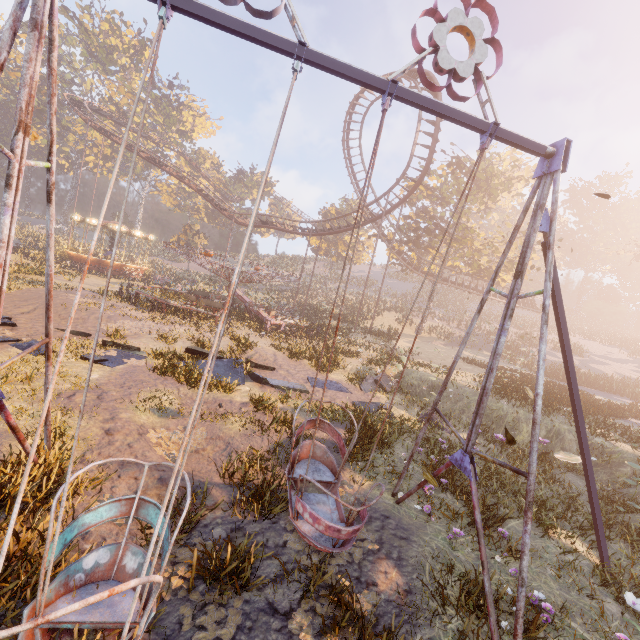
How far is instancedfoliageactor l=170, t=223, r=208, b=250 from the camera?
49.0 meters

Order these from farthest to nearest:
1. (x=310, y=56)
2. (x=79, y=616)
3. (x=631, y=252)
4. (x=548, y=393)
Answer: (x=631, y=252)
(x=548, y=393)
(x=310, y=56)
(x=79, y=616)

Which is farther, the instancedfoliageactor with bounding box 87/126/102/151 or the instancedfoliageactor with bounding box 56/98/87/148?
the instancedfoliageactor with bounding box 87/126/102/151

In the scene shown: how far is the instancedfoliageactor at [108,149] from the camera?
57.3m

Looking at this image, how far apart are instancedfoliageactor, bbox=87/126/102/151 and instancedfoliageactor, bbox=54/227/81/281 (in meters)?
33.67

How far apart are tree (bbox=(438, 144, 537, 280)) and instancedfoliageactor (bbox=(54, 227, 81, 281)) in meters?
44.9 m

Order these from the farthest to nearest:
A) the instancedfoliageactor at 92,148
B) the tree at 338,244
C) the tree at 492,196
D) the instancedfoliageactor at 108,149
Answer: the instancedfoliageactor at 108,149 < the instancedfoliageactor at 92,148 < the tree at 338,244 < the tree at 492,196

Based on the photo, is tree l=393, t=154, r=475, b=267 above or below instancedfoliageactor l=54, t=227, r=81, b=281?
above
